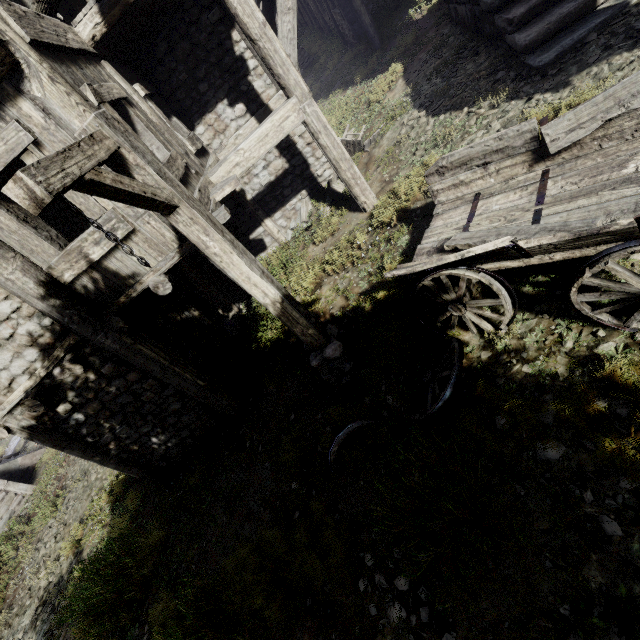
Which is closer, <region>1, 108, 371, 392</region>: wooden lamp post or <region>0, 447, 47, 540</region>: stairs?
<region>1, 108, 371, 392</region>: wooden lamp post

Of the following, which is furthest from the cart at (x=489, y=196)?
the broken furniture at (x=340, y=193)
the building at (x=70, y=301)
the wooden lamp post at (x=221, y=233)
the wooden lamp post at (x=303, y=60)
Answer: the wooden lamp post at (x=303, y=60)

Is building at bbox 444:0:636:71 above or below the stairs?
above

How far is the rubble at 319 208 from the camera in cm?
877

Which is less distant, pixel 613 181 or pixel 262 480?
pixel 613 181

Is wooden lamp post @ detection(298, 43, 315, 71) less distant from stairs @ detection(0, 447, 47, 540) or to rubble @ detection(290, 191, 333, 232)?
rubble @ detection(290, 191, 333, 232)

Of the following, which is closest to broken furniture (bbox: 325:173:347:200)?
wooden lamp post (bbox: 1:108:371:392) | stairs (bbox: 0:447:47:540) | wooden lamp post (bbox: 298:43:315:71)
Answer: wooden lamp post (bbox: 1:108:371:392)

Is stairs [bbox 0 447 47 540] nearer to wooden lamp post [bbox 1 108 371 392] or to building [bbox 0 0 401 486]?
building [bbox 0 0 401 486]
